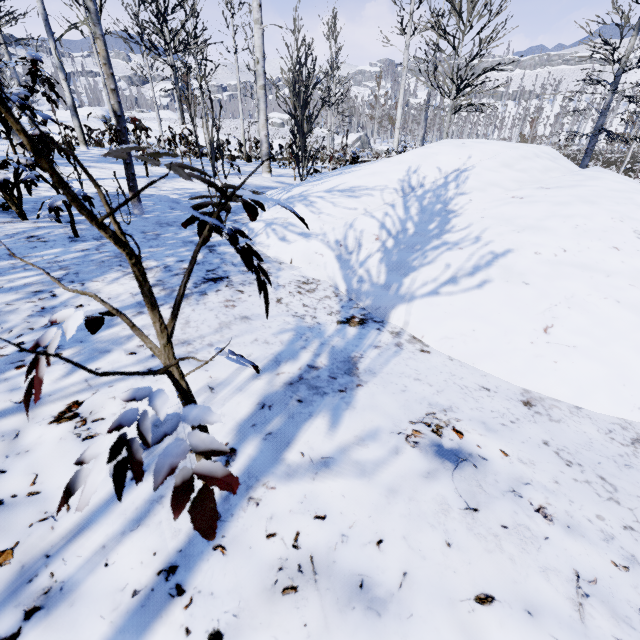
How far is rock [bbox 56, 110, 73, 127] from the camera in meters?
23.6

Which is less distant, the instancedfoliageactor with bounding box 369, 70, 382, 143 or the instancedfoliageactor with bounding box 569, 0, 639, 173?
the instancedfoliageactor with bounding box 569, 0, 639, 173

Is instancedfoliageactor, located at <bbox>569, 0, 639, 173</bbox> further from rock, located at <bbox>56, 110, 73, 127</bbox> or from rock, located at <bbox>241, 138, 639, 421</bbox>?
rock, located at <bbox>56, 110, 73, 127</bbox>

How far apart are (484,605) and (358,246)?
2.49m

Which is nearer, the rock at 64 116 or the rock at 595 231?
the rock at 595 231

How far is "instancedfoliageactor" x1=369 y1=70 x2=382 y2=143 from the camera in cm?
2344

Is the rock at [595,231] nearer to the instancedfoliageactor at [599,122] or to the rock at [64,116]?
the instancedfoliageactor at [599,122]
